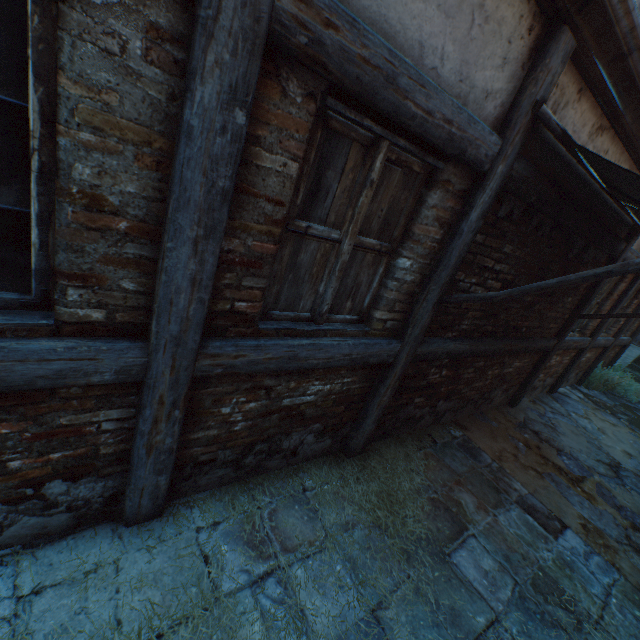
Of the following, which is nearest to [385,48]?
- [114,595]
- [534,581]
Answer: [114,595]

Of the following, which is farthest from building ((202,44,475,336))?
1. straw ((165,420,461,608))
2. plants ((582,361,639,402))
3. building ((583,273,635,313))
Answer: plants ((582,361,639,402))

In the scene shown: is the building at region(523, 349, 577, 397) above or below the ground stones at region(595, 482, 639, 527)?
→ above

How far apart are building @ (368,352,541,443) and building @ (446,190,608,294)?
0.2 meters

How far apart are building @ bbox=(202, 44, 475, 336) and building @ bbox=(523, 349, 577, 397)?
4.3 meters

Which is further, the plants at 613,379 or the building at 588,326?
the plants at 613,379

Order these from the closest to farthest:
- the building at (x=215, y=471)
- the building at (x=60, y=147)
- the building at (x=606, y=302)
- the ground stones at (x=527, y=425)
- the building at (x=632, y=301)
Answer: the building at (x=60, y=147), the building at (x=215, y=471), the ground stones at (x=527, y=425), the building at (x=606, y=302), the building at (x=632, y=301)

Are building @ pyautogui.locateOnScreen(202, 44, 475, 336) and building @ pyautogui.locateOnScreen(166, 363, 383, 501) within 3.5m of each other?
yes
